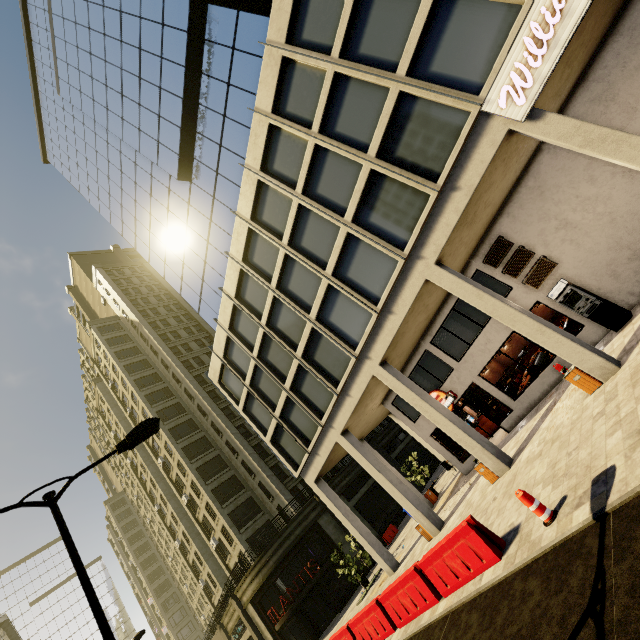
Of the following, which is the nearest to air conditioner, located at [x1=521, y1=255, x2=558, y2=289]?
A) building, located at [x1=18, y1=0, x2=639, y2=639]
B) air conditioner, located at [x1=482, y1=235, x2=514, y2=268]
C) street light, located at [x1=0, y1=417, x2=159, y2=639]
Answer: building, located at [x1=18, y1=0, x2=639, y2=639]

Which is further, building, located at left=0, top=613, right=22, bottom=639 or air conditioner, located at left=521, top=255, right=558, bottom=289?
building, located at left=0, top=613, right=22, bottom=639

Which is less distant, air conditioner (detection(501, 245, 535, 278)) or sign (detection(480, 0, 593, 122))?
sign (detection(480, 0, 593, 122))

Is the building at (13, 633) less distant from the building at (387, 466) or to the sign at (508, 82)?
the building at (387, 466)

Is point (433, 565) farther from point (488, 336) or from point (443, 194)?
point (443, 194)

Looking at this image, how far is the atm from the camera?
11.5m

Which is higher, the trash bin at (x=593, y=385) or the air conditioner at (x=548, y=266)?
the air conditioner at (x=548, y=266)

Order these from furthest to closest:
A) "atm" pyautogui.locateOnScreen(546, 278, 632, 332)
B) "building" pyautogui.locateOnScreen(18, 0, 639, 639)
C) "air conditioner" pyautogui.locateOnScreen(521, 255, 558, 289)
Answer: "air conditioner" pyautogui.locateOnScreen(521, 255, 558, 289) → "atm" pyautogui.locateOnScreen(546, 278, 632, 332) → "building" pyautogui.locateOnScreen(18, 0, 639, 639)
